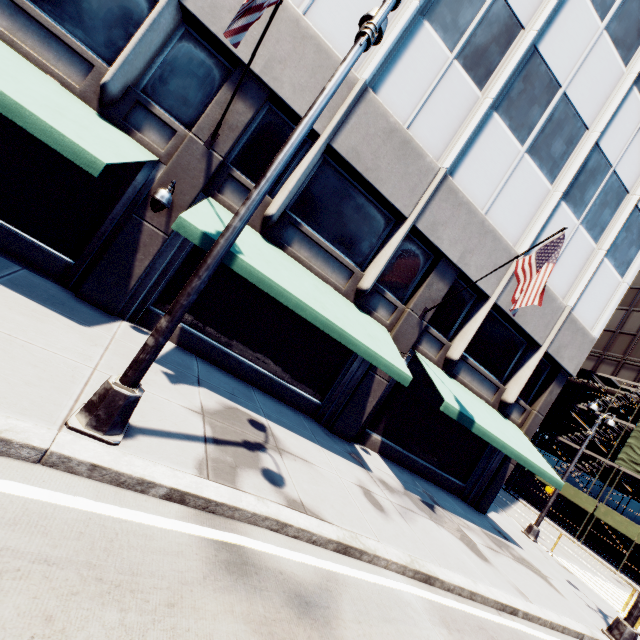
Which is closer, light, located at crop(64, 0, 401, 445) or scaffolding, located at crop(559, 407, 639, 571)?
light, located at crop(64, 0, 401, 445)

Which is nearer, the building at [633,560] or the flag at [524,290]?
the flag at [524,290]

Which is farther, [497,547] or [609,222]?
[609,222]

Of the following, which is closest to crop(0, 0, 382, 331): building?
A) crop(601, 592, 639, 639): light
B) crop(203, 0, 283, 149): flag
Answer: crop(203, 0, 283, 149): flag

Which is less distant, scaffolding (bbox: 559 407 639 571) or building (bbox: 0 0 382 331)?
building (bbox: 0 0 382 331)

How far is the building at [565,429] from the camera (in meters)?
36.13

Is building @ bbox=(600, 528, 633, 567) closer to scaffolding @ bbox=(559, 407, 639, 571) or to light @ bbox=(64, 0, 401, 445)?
scaffolding @ bbox=(559, 407, 639, 571)

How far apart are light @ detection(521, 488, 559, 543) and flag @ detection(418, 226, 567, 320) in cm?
1245
